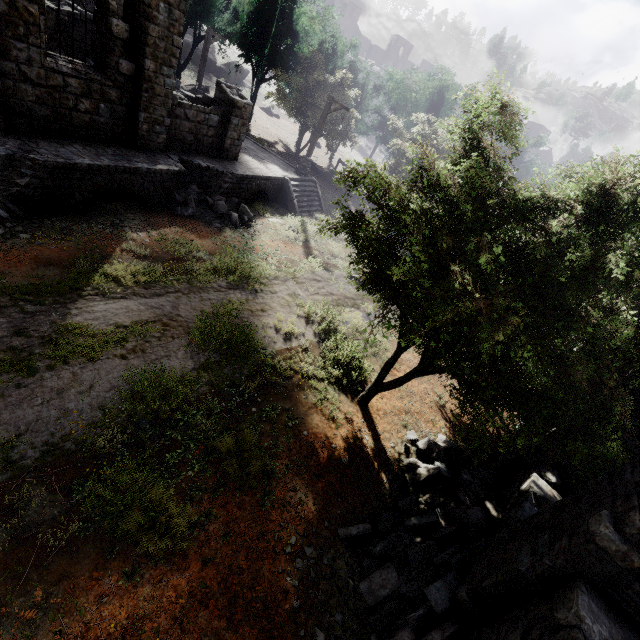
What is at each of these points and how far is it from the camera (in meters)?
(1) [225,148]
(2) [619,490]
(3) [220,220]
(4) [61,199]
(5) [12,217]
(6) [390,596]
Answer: (1) building, 16.19
(2) building, 4.25
(3) rubble, 14.38
(4) building base, 9.70
(5) rubble, 8.66
(6) rubble, 5.54

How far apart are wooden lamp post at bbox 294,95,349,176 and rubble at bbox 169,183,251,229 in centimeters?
791cm

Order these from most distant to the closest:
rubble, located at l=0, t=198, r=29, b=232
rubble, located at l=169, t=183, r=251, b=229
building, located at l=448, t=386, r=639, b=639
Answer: rubble, located at l=169, t=183, r=251, b=229
rubble, located at l=0, t=198, r=29, b=232
building, located at l=448, t=386, r=639, b=639

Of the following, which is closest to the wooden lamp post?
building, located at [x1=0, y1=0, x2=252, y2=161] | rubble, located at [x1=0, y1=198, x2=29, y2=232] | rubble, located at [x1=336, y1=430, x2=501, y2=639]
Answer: building, located at [x1=0, y1=0, x2=252, y2=161]

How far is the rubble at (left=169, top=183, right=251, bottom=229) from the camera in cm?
1358

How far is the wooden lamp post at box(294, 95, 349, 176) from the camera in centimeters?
1911cm

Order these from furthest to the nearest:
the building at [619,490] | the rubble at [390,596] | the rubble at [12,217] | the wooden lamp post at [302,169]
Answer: the wooden lamp post at [302,169], the rubble at [12,217], the rubble at [390,596], the building at [619,490]

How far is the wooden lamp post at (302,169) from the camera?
19.11m
